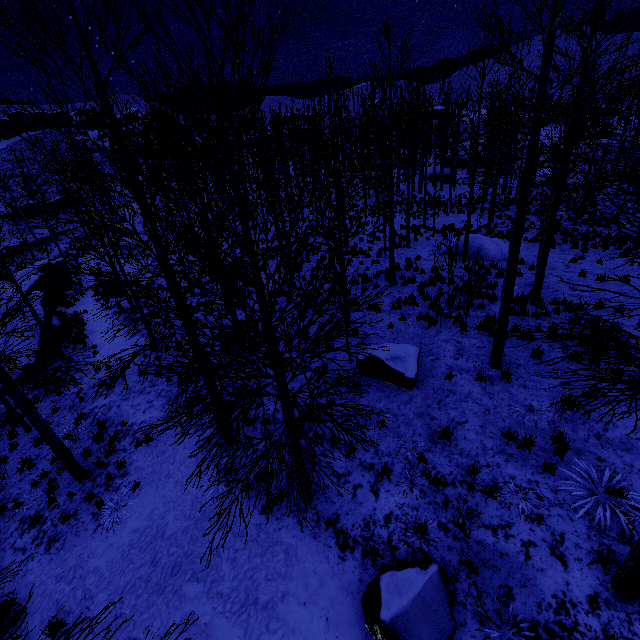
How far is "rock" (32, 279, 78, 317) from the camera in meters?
19.1 m

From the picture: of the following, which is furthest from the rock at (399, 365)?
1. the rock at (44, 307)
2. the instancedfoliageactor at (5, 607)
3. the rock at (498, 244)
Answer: the rock at (44, 307)

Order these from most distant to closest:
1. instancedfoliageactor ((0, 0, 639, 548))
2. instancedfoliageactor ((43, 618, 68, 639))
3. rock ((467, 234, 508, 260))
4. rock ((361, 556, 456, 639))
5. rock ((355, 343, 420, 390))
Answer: rock ((467, 234, 508, 260)) < rock ((355, 343, 420, 390)) < rock ((361, 556, 456, 639)) < instancedfoliageactor ((0, 0, 639, 548)) < instancedfoliageactor ((43, 618, 68, 639))

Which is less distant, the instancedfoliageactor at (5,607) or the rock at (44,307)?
the instancedfoliageactor at (5,607)

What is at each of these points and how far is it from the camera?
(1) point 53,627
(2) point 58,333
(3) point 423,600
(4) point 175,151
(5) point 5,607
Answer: (1) instancedfoliageactor, 6.4 meters
(2) rock, 19.3 meters
(3) rock, 4.8 meters
(4) instancedfoliageactor, 9.8 meters
(5) instancedfoliageactor, 7.1 meters

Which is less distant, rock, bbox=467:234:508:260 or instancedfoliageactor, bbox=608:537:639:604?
instancedfoliageactor, bbox=608:537:639:604

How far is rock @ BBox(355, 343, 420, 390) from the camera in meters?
8.3

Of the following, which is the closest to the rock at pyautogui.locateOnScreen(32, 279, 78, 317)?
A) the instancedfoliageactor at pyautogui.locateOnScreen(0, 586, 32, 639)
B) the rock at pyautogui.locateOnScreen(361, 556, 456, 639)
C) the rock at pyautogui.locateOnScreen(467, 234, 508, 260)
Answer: the instancedfoliageactor at pyautogui.locateOnScreen(0, 586, 32, 639)
